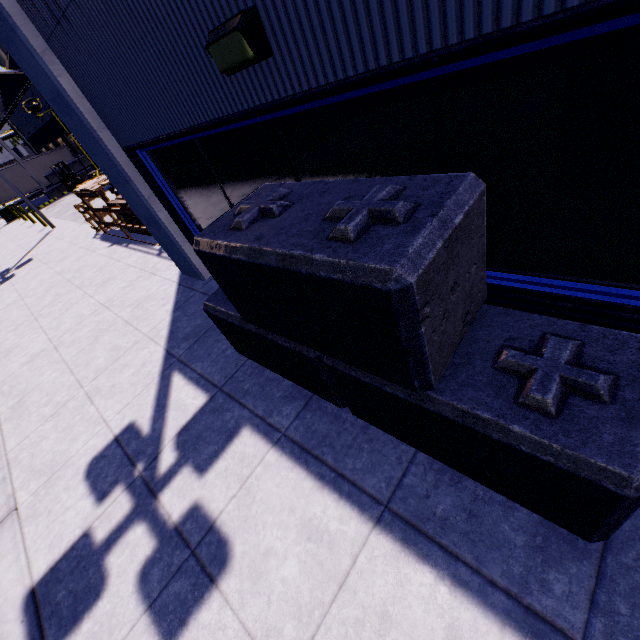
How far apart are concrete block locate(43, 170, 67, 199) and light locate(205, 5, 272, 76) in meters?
35.8

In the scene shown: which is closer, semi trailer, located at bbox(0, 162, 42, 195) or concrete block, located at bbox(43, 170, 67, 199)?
concrete block, located at bbox(43, 170, 67, 199)

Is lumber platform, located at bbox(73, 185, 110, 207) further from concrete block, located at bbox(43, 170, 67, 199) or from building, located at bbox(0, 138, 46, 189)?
concrete block, located at bbox(43, 170, 67, 199)

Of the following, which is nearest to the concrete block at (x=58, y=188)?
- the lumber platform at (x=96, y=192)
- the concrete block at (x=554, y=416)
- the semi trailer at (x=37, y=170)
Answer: the semi trailer at (x=37, y=170)

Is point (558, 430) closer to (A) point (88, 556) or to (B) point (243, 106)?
(B) point (243, 106)

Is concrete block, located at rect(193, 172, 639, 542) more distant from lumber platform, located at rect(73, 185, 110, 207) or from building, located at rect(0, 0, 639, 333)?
lumber platform, located at rect(73, 185, 110, 207)

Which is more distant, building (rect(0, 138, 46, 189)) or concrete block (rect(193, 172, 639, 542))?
building (rect(0, 138, 46, 189))

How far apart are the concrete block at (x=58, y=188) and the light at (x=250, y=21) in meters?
35.8 m
